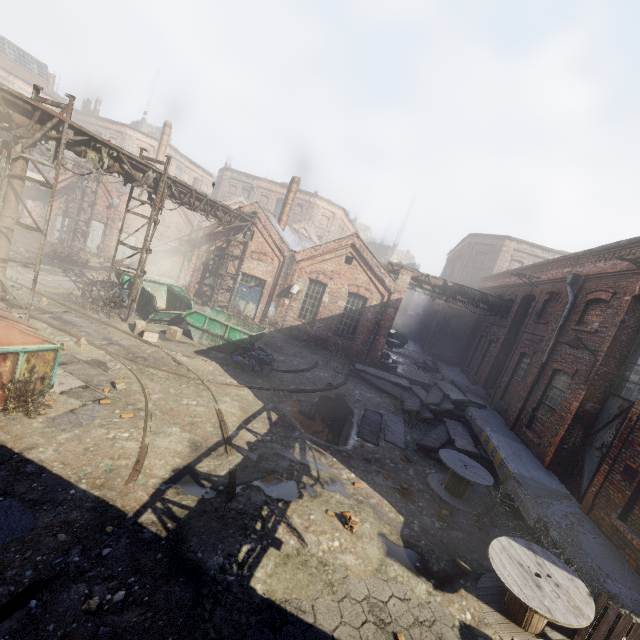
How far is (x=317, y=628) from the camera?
4.52m

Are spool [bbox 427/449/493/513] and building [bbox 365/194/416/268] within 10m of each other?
no

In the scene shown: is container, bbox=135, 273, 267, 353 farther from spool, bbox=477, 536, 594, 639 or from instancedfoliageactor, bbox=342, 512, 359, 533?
spool, bbox=477, 536, 594, 639

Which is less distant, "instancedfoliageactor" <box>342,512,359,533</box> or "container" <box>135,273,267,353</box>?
"instancedfoliageactor" <box>342,512,359,533</box>

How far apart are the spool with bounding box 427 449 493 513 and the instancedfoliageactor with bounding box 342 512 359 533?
3.44m

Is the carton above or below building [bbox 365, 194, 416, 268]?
below

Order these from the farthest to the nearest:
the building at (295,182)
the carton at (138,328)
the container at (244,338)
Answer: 1. the building at (295,182)
2. the container at (244,338)
3. the carton at (138,328)

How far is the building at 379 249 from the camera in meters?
49.5
